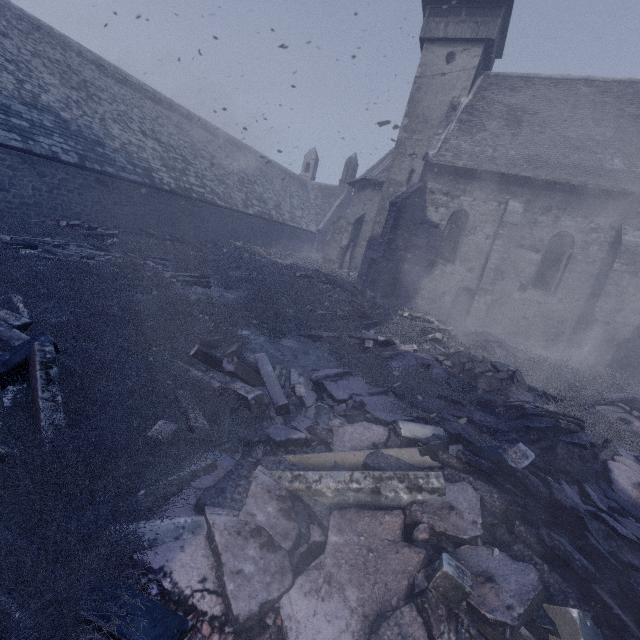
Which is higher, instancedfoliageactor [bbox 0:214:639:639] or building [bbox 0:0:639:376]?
building [bbox 0:0:639:376]

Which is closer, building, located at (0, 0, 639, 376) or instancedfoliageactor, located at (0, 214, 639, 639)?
instancedfoliageactor, located at (0, 214, 639, 639)

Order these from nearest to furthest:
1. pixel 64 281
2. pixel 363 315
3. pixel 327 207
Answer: pixel 64 281 < pixel 363 315 < pixel 327 207

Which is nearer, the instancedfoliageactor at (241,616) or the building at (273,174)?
the instancedfoliageactor at (241,616)

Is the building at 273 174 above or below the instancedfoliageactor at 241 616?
above
